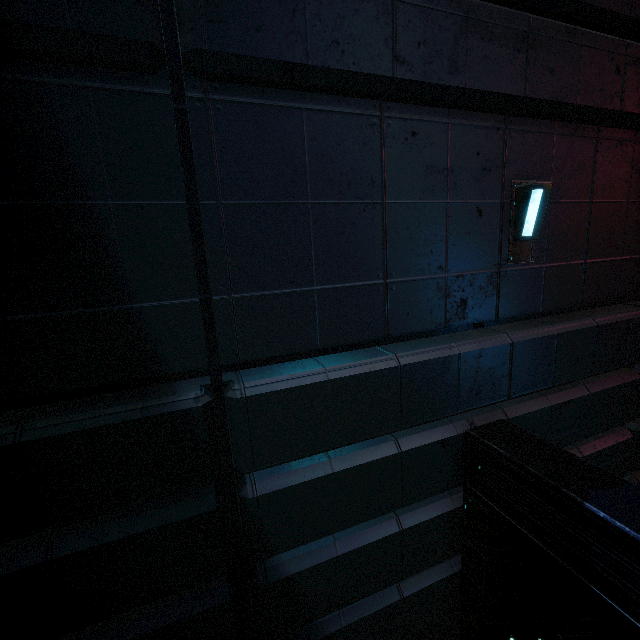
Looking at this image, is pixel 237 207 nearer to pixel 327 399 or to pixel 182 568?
pixel 327 399
